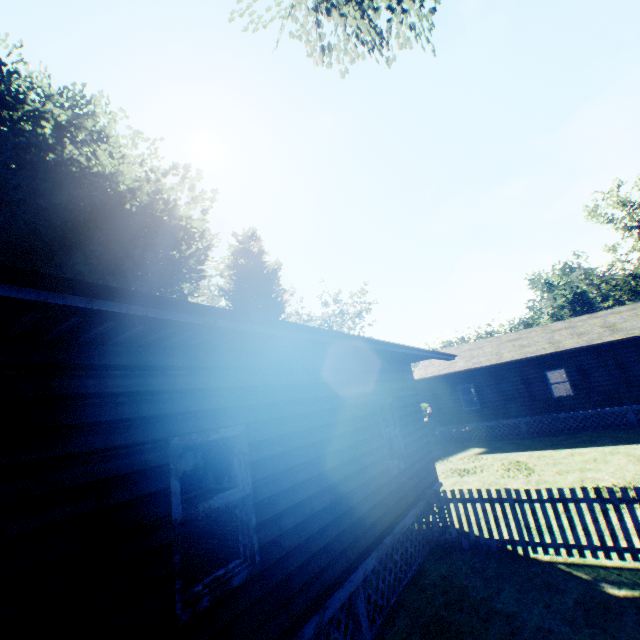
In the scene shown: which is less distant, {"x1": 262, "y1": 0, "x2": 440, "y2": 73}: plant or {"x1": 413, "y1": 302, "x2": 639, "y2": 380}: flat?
{"x1": 262, "y1": 0, "x2": 440, "y2": 73}: plant

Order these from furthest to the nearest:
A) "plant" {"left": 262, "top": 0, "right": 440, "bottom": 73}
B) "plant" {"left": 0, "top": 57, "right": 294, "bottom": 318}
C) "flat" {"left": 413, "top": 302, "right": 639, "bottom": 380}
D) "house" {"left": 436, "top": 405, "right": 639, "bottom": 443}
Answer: "flat" {"left": 413, "top": 302, "right": 639, "bottom": 380} → "house" {"left": 436, "top": 405, "right": 639, "bottom": 443} → "plant" {"left": 0, "top": 57, "right": 294, "bottom": 318} → "plant" {"left": 262, "top": 0, "right": 440, "bottom": 73}

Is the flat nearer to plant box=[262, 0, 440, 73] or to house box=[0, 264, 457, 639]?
plant box=[262, 0, 440, 73]

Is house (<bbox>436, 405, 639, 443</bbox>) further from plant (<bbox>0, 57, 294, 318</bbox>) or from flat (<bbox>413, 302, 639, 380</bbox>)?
plant (<bbox>0, 57, 294, 318</bbox>)

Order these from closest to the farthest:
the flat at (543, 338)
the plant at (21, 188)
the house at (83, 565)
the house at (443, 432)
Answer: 1. the house at (83, 565)
2. the plant at (21, 188)
3. the house at (443, 432)
4. the flat at (543, 338)

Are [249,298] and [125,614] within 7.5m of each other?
no

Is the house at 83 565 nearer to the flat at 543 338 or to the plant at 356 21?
the plant at 356 21

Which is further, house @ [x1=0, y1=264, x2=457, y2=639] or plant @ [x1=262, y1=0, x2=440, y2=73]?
plant @ [x1=262, y1=0, x2=440, y2=73]
